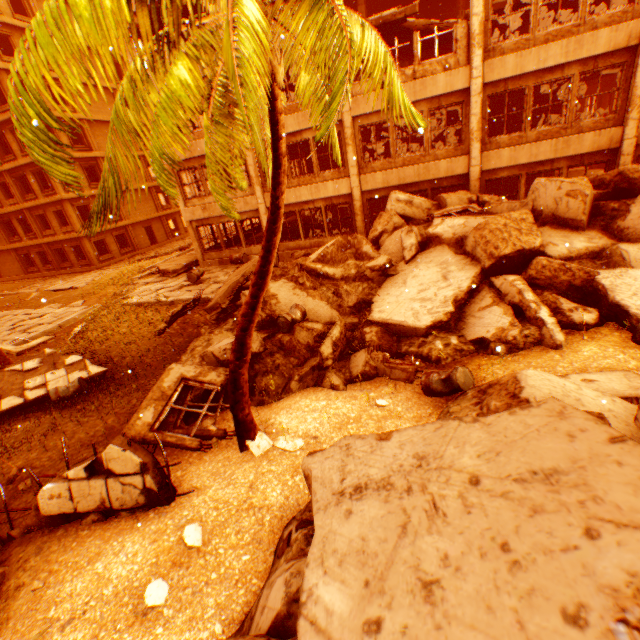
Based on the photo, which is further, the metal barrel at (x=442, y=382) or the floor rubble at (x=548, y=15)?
the floor rubble at (x=548, y=15)

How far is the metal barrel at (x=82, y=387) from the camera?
9.5m

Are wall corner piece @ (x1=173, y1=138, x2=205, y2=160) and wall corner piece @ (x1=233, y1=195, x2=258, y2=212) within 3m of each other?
yes

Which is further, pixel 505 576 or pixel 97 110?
pixel 97 110

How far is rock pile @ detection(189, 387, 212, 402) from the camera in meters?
7.6

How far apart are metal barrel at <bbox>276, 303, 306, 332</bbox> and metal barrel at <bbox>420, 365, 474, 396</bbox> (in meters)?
3.77

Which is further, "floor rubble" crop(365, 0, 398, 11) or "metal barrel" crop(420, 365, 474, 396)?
"floor rubble" crop(365, 0, 398, 11)

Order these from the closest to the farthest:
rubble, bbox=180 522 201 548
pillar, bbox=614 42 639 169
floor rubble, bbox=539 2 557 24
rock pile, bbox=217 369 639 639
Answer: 1. rock pile, bbox=217 369 639 639
2. rubble, bbox=180 522 201 548
3. pillar, bbox=614 42 639 169
4. floor rubble, bbox=539 2 557 24
